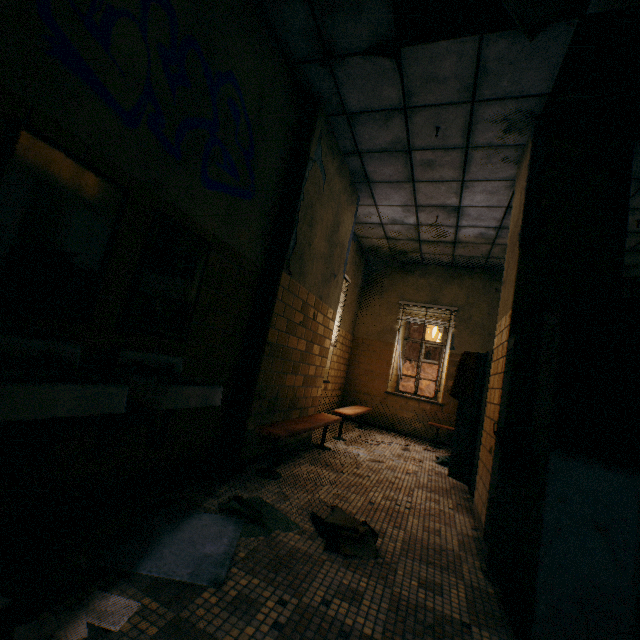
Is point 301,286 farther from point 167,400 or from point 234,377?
point 167,400

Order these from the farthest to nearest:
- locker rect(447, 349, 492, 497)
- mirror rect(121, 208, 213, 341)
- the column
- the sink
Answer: locker rect(447, 349, 492, 497) < the column < mirror rect(121, 208, 213, 341) < the sink

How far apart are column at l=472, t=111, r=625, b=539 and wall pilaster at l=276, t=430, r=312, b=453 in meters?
2.2

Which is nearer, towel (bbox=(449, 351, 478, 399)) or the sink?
the sink

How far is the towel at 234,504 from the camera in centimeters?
210cm

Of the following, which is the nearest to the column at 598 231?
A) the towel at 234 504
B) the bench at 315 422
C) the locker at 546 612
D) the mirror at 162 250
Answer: the locker at 546 612

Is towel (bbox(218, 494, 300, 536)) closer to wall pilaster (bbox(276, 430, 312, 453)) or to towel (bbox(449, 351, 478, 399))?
wall pilaster (bbox(276, 430, 312, 453))

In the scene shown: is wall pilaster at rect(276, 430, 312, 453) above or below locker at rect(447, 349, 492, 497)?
below
